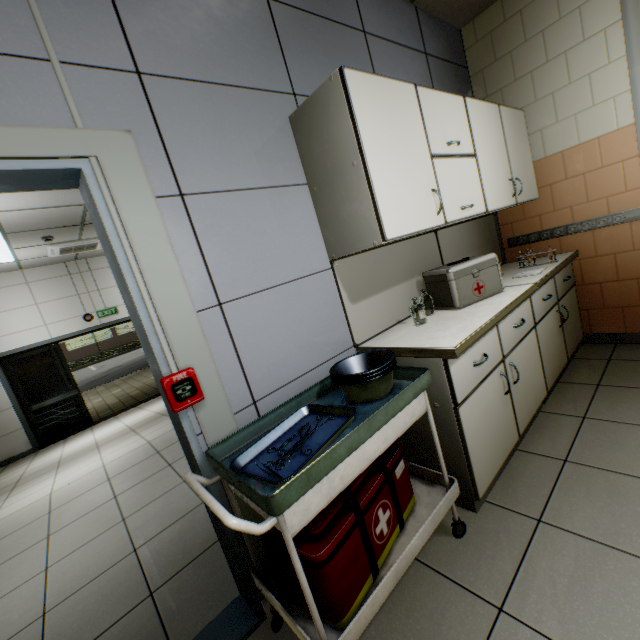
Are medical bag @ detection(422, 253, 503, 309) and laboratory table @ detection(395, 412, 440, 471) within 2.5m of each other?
yes

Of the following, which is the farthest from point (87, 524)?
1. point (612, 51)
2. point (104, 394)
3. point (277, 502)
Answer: point (104, 394)

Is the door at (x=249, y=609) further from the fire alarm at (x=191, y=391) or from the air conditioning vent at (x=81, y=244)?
the air conditioning vent at (x=81, y=244)

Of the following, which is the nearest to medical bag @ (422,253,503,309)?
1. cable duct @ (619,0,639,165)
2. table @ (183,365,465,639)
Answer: table @ (183,365,465,639)

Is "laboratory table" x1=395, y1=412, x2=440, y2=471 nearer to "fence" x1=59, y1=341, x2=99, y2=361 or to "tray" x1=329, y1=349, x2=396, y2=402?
"tray" x1=329, y1=349, x2=396, y2=402

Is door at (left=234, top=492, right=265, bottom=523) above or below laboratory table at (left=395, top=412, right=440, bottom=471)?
above

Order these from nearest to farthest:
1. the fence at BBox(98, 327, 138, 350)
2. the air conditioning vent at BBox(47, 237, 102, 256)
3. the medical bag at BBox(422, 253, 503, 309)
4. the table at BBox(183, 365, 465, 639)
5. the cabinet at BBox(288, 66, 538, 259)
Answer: the table at BBox(183, 365, 465, 639) < the cabinet at BBox(288, 66, 538, 259) < the medical bag at BBox(422, 253, 503, 309) < the air conditioning vent at BBox(47, 237, 102, 256) < the fence at BBox(98, 327, 138, 350)

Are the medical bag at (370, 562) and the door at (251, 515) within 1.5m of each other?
yes
